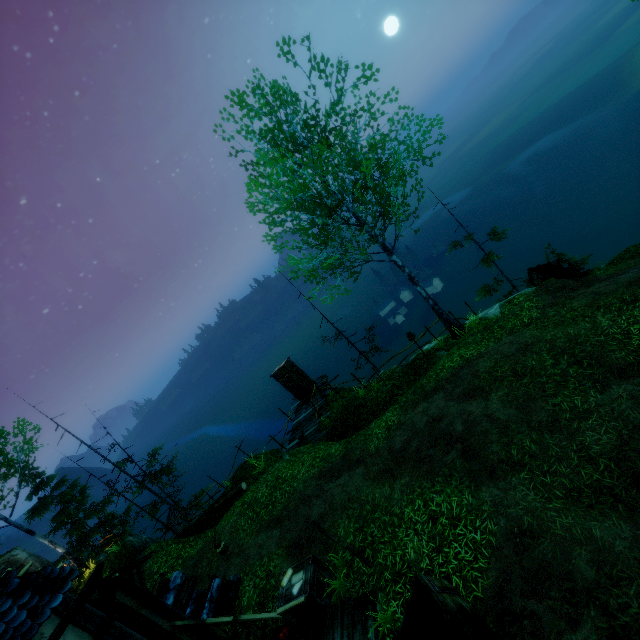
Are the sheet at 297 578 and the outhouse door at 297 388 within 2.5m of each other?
no

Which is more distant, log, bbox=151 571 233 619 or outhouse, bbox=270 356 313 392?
outhouse, bbox=270 356 313 392

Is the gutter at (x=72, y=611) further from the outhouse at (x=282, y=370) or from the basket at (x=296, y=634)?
the outhouse at (x=282, y=370)

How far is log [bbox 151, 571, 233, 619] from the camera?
9.1m

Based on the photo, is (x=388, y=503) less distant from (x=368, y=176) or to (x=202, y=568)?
(x=202, y=568)

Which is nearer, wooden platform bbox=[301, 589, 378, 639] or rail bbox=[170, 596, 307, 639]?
wooden platform bbox=[301, 589, 378, 639]

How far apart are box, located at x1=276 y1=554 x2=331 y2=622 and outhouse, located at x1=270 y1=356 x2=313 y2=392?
10.7 meters

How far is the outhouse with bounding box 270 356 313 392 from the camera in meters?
18.9 m
